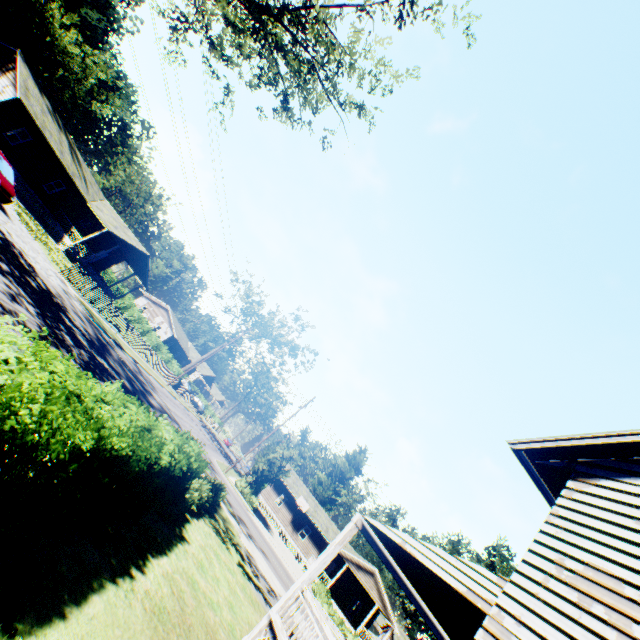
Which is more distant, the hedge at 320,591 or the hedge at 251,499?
the hedge at 251,499

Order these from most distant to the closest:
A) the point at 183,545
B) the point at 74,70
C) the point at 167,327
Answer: the point at 167,327 → the point at 74,70 → the point at 183,545

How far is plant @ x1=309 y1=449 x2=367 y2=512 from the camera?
54.8 meters

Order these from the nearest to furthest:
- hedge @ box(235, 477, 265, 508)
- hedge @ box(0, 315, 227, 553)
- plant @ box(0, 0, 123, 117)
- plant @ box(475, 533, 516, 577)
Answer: hedge @ box(0, 315, 227, 553), hedge @ box(235, 477, 265, 508), plant @ box(475, 533, 516, 577), plant @ box(0, 0, 123, 117)

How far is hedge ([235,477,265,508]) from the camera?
31.9m

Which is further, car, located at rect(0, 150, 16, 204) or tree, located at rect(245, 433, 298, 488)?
tree, located at rect(245, 433, 298, 488)

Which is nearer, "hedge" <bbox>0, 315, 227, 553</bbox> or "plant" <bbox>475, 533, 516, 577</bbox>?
"hedge" <bbox>0, 315, 227, 553</bbox>

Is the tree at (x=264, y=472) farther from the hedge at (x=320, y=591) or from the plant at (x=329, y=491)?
the plant at (x=329, y=491)
